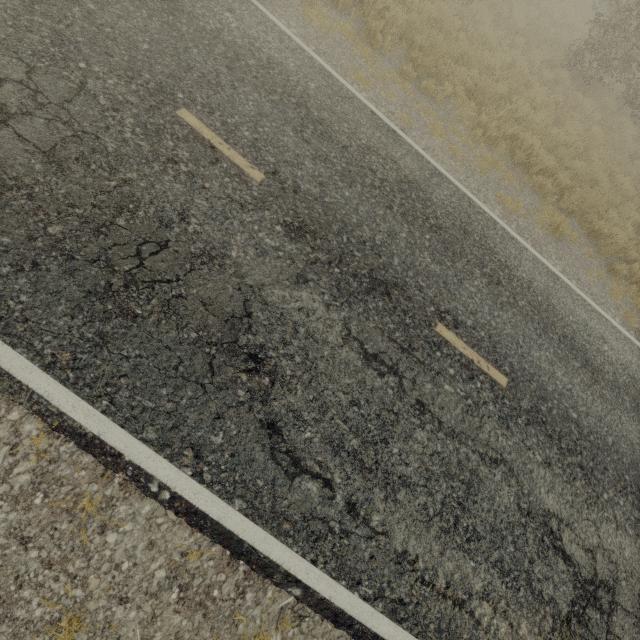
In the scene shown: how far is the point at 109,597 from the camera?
2.8 meters
